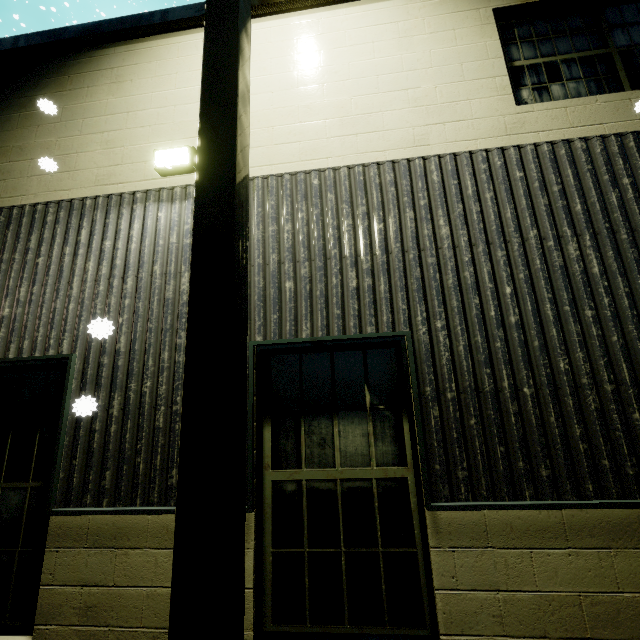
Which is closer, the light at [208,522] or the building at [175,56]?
the light at [208,522]

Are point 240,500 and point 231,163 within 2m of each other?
yes

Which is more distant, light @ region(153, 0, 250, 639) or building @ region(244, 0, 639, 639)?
building @ region(244, 0, 639, 639)
